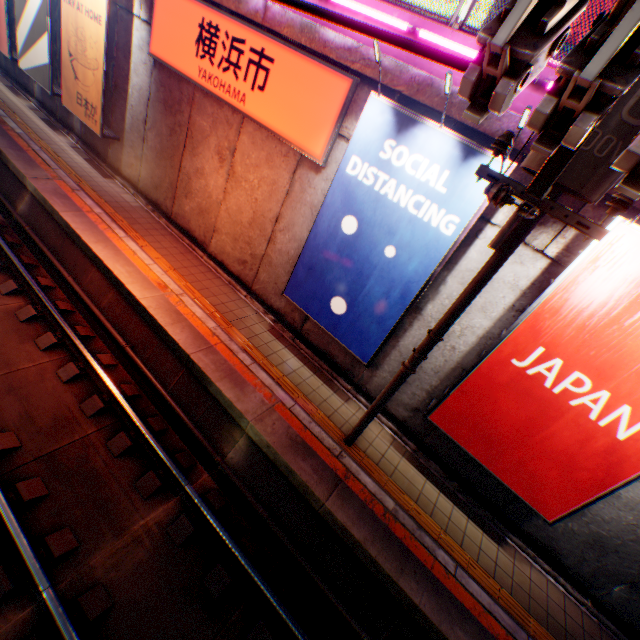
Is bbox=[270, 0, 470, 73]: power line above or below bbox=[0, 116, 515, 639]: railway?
above

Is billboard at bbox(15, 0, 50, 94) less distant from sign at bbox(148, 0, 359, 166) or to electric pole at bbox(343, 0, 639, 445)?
sign at bbox(148, 0, 359, 166)

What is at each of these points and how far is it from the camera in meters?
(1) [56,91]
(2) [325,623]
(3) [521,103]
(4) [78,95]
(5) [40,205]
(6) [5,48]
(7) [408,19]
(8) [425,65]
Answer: (1) sign frame, 12.0
(2) railway, 5.3
(3) concrete block, 5.2
(4) billboard, 10.6
(5) railway, 9.4
(6) billboard, 12.7
(7) concrete block, 5.8
(8) concrete block, 5.8

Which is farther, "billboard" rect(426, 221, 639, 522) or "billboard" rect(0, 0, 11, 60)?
"billboard" rect(0, 0, 11, 60)

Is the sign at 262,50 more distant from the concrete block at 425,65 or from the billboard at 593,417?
the billboard at 593,417

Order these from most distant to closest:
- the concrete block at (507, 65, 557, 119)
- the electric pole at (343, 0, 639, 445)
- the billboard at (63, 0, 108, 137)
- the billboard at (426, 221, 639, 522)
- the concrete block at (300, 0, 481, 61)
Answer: the billboard at (63, 0, 108, 137), the concrete block at (300, 0, 481, 61), the concrete block at (507, 65, 557, 119), the billboard at (426, 221, 639, 522), the electric pole at (343, 0, 639, 445)

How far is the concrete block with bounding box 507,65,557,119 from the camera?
4.9 meters

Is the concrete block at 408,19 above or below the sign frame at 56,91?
above
